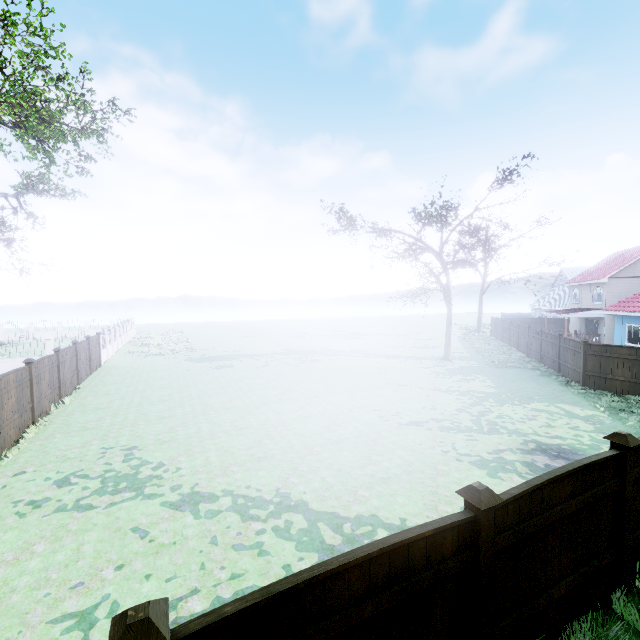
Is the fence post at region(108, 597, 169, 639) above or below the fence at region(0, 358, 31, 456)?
above

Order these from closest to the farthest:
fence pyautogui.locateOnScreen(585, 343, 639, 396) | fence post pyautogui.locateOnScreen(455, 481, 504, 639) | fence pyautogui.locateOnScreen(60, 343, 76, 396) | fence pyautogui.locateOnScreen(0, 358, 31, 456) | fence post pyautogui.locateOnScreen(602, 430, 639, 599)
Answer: fence post pyautogui.locateOnScreen(455, 481, 504, 639), fence post pyautogui.locateOnScreen(602, 430, 639, 599), fence pyautogui.locateOnScreen(0, 358, 31, 456), fence pyautogui.locateOnScreen(585, 343, 639, 396), fence pyautogui.locateOnScreen(60, 343, 76, 396)

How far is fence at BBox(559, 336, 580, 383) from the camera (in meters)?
16.59

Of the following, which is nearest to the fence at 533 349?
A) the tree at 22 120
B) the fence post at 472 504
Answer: the fence post at 472 504

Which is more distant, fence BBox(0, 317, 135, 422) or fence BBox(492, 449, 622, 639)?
fence BBox(0, 317, 135, 422)

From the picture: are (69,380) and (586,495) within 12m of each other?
no

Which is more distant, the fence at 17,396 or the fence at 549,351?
the fence at 549,351

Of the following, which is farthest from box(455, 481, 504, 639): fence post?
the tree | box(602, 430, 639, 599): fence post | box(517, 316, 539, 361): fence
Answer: the tree
